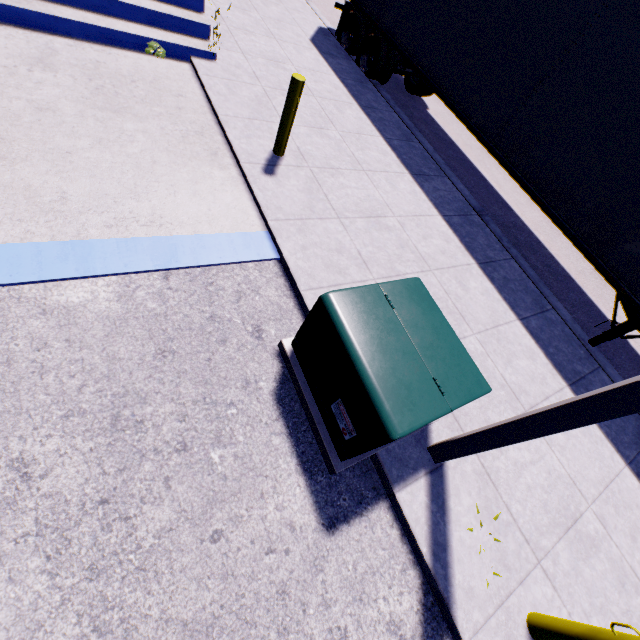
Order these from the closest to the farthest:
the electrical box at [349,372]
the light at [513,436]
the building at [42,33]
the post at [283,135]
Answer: the light at [513,436] → the electrical box at [349,372] → the building at [42,33] → the post at [283,135]

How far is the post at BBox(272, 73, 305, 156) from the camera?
4.62m

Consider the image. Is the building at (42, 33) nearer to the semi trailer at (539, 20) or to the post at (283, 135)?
the semi trailer at (539, 20)

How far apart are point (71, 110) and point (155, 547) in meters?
5.5 m

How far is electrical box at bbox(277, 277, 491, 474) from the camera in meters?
2.6

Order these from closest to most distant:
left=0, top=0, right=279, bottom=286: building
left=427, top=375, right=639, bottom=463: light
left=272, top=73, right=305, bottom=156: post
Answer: left=427, top=375, right=639, bottom=463: light
left=0, top=0, right=279, bottom=286: building
left=272, top=73, right=305, bottom=156: post

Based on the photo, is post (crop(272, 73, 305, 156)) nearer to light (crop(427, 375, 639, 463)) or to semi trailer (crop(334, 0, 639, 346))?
semi trailer (crop(334, 0, 639, 346))

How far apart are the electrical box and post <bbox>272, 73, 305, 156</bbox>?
3.30m
